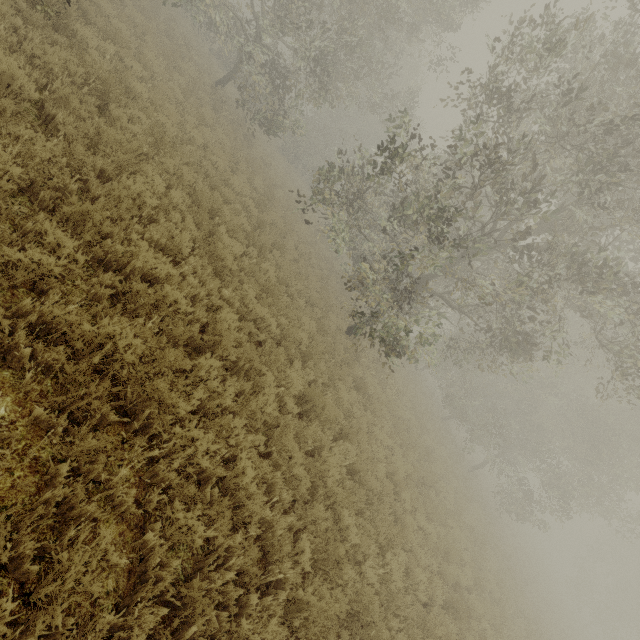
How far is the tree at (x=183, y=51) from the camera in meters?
13.7 m

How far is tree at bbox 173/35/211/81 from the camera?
13.7 meters

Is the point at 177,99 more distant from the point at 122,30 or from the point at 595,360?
the point at 595,360
